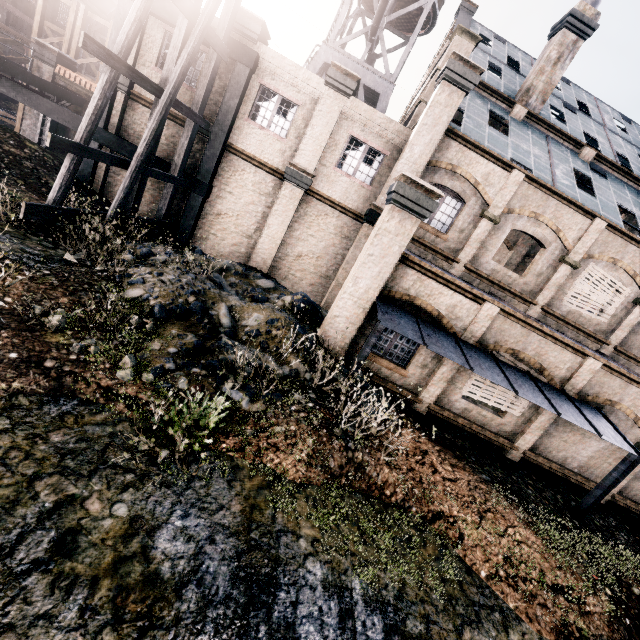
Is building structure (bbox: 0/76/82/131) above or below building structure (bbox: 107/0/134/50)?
below

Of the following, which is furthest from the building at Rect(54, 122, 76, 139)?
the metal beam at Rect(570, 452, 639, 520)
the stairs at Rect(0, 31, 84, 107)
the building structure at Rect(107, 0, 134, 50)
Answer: the metal beam at Rect(570, 452, 639, 520)

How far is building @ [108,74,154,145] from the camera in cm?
1508

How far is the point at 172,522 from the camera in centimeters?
464cm

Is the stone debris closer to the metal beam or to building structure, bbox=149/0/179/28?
building structure, bbox=149/0/179/28

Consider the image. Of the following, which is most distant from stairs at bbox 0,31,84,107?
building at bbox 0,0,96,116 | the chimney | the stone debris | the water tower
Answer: the chimney

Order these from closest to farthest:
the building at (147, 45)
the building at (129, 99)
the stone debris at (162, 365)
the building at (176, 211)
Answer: the stone debris at (162, 365)
the building at (147, 45)
the building at (129, 99)
the building at (176, 211)

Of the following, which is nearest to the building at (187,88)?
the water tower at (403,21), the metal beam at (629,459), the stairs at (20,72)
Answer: the stairs at (20,72)
